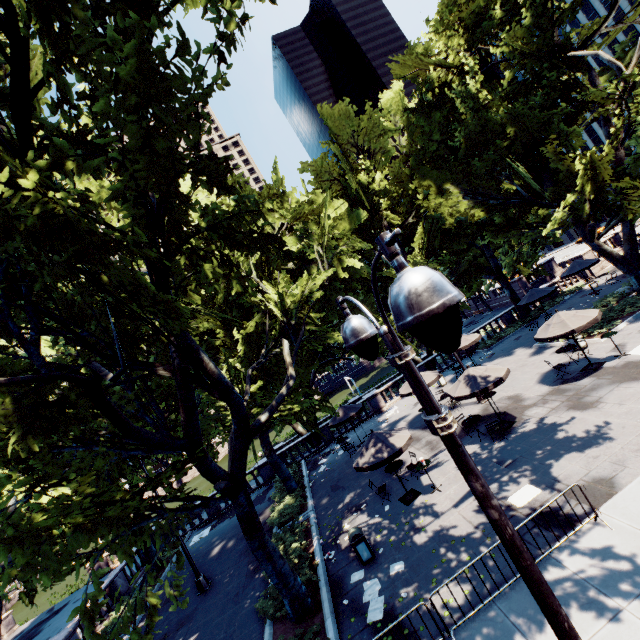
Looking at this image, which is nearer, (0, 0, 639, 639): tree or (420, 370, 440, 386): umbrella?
(0, 0, 639, 639): tree

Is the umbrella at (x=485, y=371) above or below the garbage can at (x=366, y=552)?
above

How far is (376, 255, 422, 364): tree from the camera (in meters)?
26.83

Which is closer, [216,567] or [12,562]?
[12,562]

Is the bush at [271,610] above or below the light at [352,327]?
below

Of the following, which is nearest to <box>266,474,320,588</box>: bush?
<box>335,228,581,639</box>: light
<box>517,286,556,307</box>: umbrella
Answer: <box>335,228,581,639</box>: light

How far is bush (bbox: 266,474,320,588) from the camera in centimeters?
1222cm

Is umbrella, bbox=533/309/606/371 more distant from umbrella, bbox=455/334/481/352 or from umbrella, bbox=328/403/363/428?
umbrella, bbox=328/403/363/428
